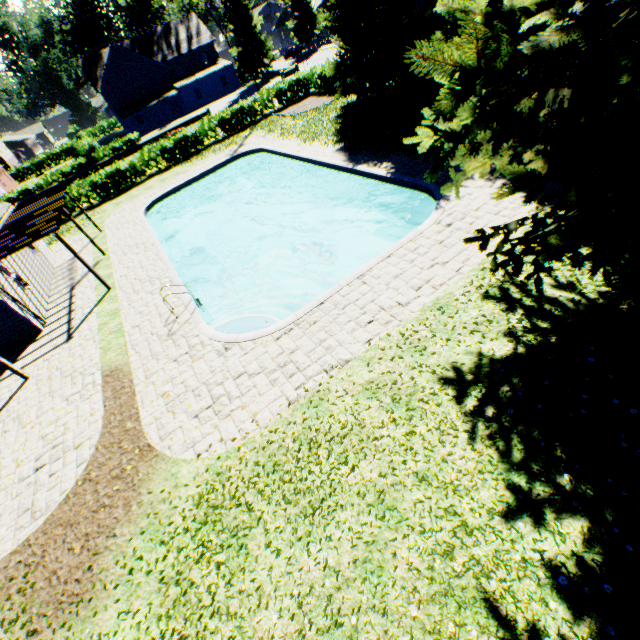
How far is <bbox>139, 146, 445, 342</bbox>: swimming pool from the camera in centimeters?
1016cm

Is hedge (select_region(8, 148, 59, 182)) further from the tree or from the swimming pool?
the swimming pool

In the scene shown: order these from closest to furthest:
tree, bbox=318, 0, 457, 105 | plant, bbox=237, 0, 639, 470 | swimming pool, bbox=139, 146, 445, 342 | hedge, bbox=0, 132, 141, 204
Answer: A:
plant, bbox=237, 0, 639, 470
swimming pool, bbox=139, 146, 445, 342
tree, bbox=318, 0, 457, 105
hedge, bbox=0, 132, 141, 204

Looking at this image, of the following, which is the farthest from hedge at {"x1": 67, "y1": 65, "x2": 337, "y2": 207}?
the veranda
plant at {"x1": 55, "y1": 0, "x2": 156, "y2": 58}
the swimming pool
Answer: the veranda

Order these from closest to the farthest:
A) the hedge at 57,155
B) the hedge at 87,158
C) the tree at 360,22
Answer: the tree at 360,22, the hedge at 87,158, the hedge at 57,155

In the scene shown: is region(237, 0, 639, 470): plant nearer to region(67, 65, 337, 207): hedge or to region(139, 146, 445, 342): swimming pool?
region(67, 65, 337, 207): hedge

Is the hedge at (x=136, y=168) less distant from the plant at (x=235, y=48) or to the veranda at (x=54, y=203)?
the plant at (x=235, y=48)

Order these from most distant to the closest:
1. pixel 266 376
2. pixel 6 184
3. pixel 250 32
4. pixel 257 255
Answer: pixel 6 184 → pixel 250 32 → pixel 257 255 → pixel 266 376
